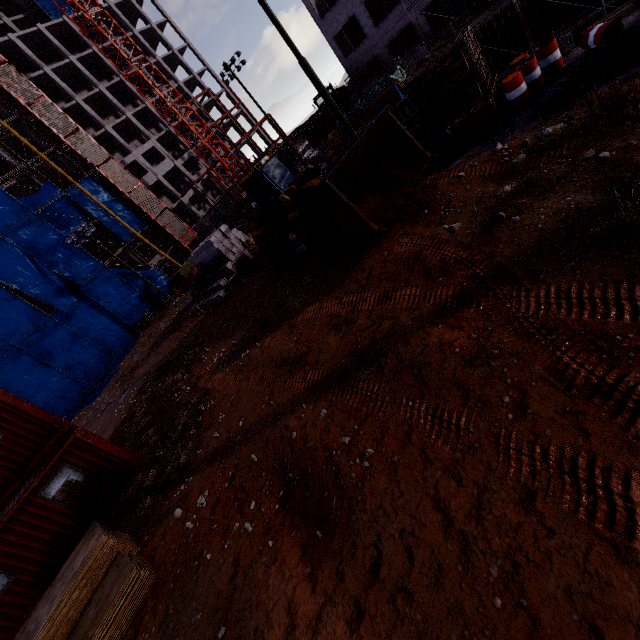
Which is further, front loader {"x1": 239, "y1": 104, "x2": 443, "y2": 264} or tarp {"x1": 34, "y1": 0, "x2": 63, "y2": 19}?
tarp {"x1": 34, "y1": 0, "x2": 63, "y2": 19}

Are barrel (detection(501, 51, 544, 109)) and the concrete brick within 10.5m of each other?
no

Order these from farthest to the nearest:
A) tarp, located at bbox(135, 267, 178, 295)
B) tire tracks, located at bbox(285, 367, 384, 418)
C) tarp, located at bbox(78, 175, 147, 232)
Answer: tarp, located at bbox(135, 267, 178, 295) → tarp, located at bbox(78, 175, 147, 232) → tire tracks, located at bbox(285, 367, 384, 418)

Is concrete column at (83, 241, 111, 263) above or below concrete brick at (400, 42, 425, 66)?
above

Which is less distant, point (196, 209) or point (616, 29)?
point (616, 29)

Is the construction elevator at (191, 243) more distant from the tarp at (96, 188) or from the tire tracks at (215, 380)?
the tire tracks at (215, 380)

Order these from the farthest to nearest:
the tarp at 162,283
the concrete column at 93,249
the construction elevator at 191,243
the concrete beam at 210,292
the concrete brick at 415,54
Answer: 1. the concrete column at 93,249
2. the tarp at 162,283
3. the construction elevator at 191,243
4. the concrete brick at 415,54
5. the concrete beam at 210,292

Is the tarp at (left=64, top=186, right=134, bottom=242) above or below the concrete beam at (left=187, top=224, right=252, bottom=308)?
above
